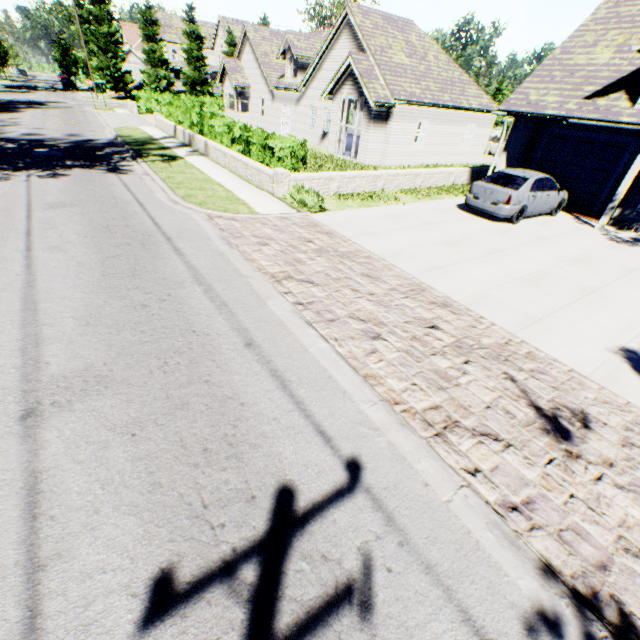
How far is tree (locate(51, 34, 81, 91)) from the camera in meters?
49.4

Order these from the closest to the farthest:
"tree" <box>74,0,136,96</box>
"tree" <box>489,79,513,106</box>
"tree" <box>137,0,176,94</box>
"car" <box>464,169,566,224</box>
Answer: "car" <box>464,169,566,224</box> < "tree" <box>489,79,513,106</box> < "tree" <box>74,0,136,96</box> < "tree" <box>137,0,176,94</box>

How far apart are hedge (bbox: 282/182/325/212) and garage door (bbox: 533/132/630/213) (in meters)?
11.56

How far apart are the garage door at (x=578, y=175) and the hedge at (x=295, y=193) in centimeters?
1156cm

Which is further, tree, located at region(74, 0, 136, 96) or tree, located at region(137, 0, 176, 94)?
tree, located at region(137, 0, 176, 94)

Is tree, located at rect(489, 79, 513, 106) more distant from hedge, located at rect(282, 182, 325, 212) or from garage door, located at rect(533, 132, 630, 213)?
hedge, located at rect(282, 182, 325, 212)

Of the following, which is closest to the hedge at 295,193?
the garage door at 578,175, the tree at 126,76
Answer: the garage door at 578,175

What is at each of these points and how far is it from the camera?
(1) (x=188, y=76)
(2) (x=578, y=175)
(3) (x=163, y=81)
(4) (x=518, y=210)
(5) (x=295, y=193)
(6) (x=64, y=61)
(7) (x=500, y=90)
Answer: (1) tree, 47.8m
(2) garage door, 14.3m
(3) tree, 45.5m
(4) car, 11.4m
(5) hedge, 10.8m
(6) tree, 50.1m
(7) tree, 38.7m
